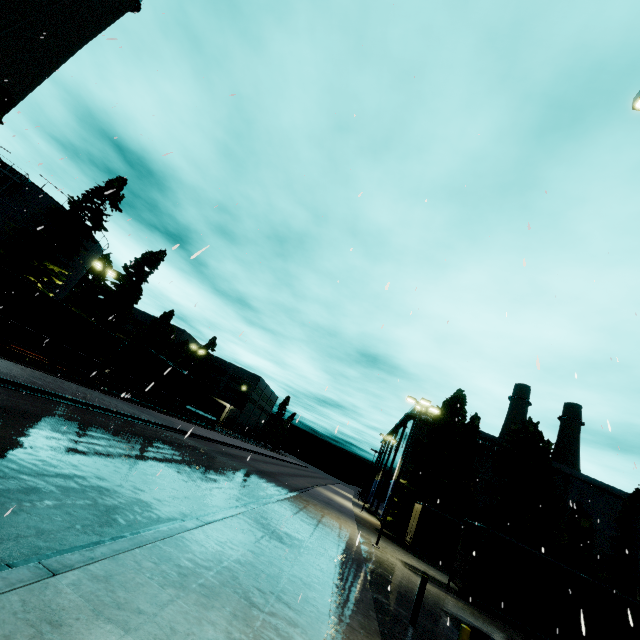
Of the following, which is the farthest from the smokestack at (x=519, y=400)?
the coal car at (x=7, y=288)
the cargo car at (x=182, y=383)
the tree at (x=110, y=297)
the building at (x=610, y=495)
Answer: the tree at (x=110, y=297)

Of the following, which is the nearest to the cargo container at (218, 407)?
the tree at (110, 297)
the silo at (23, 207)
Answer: the tree at (110, 297)

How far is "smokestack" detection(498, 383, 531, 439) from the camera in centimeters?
5028cm

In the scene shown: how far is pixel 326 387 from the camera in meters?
6.7 m

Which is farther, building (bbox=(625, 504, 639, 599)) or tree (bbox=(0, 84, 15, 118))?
tree (bbox=(0, 84, 15, 118))

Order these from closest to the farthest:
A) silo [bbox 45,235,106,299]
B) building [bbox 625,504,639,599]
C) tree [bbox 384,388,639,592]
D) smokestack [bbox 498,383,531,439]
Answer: building [bbox 625,504,639,599] < tree [bbox 384,388,639,592] < silo [bbox 45,235,106,299] < smokestack [bbox 498,383,531,439]

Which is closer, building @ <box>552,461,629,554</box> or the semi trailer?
the semi trailer

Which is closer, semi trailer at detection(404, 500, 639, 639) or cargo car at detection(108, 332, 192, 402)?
semi trailer at detection(404, 500, 639, 639)
